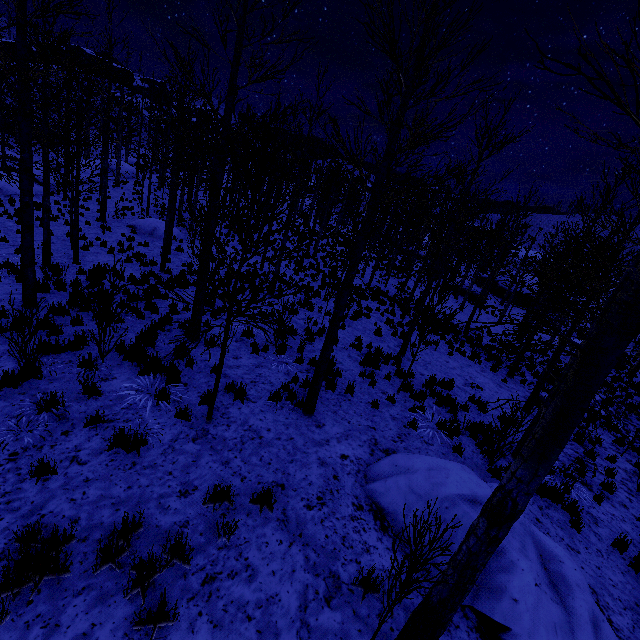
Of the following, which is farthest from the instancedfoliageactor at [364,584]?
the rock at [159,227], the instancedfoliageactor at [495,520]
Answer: the rock at [159,227]

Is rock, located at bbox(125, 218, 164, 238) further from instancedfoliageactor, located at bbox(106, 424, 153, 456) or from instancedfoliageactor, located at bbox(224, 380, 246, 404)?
instancedfoliageactor, located at bbox(106, 424, 153, 456)

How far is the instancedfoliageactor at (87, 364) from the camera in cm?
547

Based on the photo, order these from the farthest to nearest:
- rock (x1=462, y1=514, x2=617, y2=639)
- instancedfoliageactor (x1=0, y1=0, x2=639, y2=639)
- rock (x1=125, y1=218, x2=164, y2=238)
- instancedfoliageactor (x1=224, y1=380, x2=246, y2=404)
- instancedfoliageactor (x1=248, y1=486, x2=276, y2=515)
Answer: rock (x1=125, y1=218, x2=164, y2=238) < instancedfoliageactor (x1=224, y1=380, x2=246, y2=404) < instancedfoliageactor (x1=248, y1=486, x2=276, y2=515) < rock (x1=462, y1=514, x2=617, y2=639) < instancedfoliageactor (x1=0, y1=0, x2=639, y2=639)

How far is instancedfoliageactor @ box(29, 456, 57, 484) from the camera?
3.99m

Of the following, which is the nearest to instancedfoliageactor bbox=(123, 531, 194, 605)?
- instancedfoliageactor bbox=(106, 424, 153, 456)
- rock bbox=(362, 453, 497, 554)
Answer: instancedfoliageactor bbox=(106, 424, 153, 456)

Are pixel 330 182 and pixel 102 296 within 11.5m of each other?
no

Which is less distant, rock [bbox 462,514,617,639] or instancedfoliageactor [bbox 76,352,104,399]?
rock [bbox 462,514,617,639]
